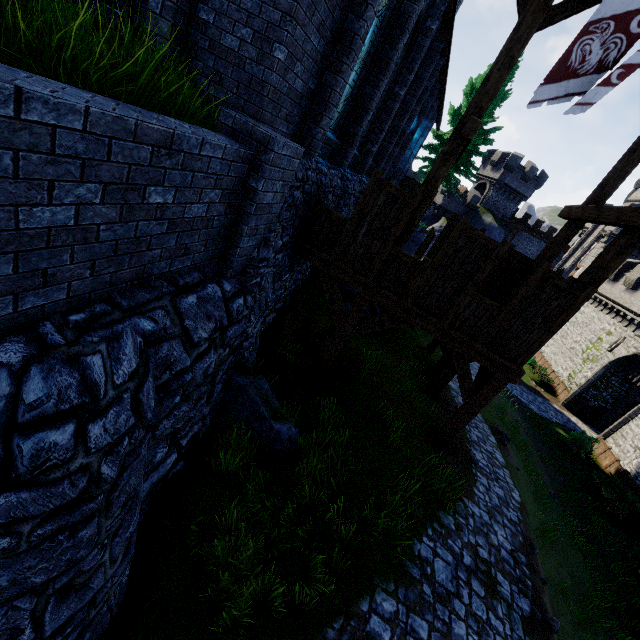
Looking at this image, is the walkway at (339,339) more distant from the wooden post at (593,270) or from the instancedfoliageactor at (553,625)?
the instancedfoliageactor at (553,625)

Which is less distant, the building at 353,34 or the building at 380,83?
the building at 353,34

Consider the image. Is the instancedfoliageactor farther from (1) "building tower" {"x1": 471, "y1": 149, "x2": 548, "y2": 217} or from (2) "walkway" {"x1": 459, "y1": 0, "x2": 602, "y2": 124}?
(1) "building tower" {"x1": 471, "y1": 149, "x2": 548, "y2": 217}

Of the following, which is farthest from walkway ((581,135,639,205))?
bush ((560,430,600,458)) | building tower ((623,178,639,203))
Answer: building tower ((623,178,639,203))

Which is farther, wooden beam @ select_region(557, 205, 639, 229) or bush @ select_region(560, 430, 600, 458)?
bush @ select_region(560, 430, 600, 458)

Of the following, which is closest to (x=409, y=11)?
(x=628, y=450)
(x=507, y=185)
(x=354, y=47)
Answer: (x=354, y=47)

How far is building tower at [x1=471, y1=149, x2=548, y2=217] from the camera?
40.7 meters

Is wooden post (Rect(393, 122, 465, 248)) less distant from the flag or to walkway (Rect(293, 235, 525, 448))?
walkway (Rect(293, 235, 525, 448))
